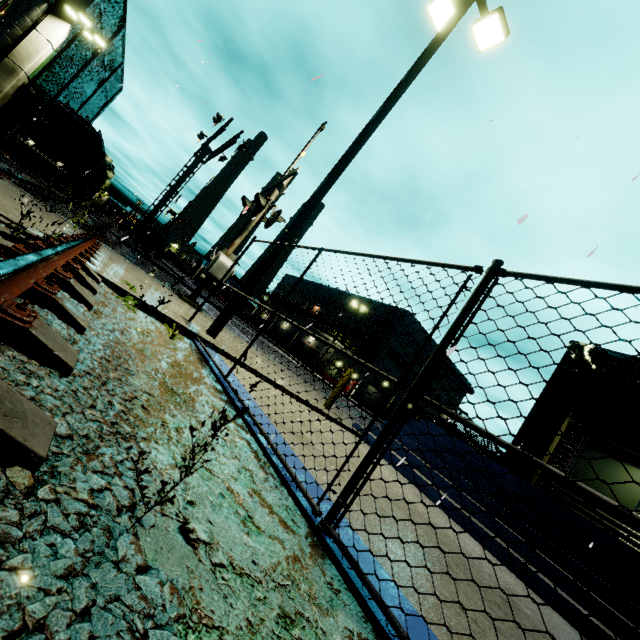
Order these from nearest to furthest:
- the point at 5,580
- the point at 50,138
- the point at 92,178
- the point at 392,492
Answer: the point at 5,580, the point at 392,492, the point at 50,138, the point at 92,178

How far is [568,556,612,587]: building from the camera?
5.1m

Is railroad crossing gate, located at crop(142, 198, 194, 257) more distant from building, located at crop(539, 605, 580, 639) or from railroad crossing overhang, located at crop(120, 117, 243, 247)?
building, located at crop(539, 605, 580, 639)

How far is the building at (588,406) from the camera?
9.6m

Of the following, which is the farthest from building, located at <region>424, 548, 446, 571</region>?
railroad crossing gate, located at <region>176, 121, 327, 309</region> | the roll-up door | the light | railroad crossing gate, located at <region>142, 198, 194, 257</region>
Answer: railroad crossing gate, located at <region>142, 198, 194, 257</region>

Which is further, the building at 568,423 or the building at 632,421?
the building at 568,423
